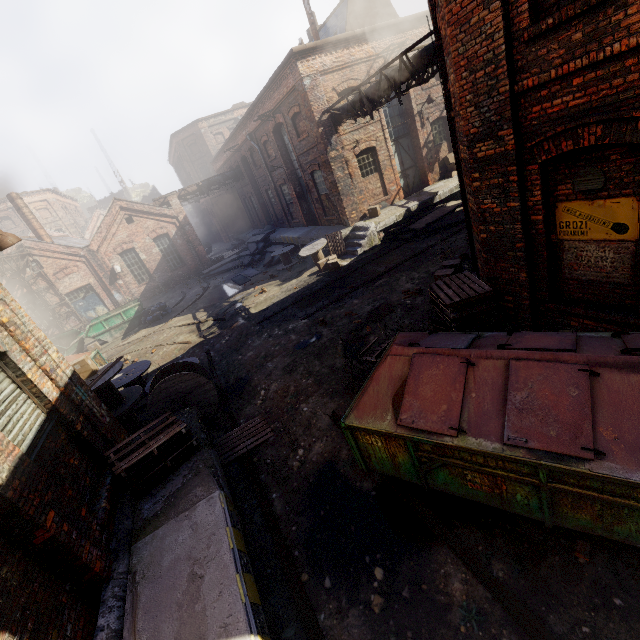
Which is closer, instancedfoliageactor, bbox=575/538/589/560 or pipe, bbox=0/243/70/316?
instancedfoliageactor, bbox=575/538/589/560

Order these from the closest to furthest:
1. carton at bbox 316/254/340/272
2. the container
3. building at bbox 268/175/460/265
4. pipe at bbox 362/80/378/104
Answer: pipe at bbox 362/80/378/104, carton at bbox 316/254/340/272, building at bbox 268/175/460/265, the container

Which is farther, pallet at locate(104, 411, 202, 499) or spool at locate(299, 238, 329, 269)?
spool at locate(299, 238, 329, 269)

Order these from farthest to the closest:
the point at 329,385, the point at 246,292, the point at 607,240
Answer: the point at 246,292 < the point at 329,385 < the point at 607,240

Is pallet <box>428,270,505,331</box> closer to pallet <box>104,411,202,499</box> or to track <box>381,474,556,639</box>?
track <box>381,474,556,639</box>

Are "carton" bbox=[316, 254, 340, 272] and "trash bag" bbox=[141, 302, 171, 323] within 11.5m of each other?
yes

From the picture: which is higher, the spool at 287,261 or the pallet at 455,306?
the pallet at 455,306

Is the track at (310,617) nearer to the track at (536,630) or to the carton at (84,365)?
the track at (536,630)
